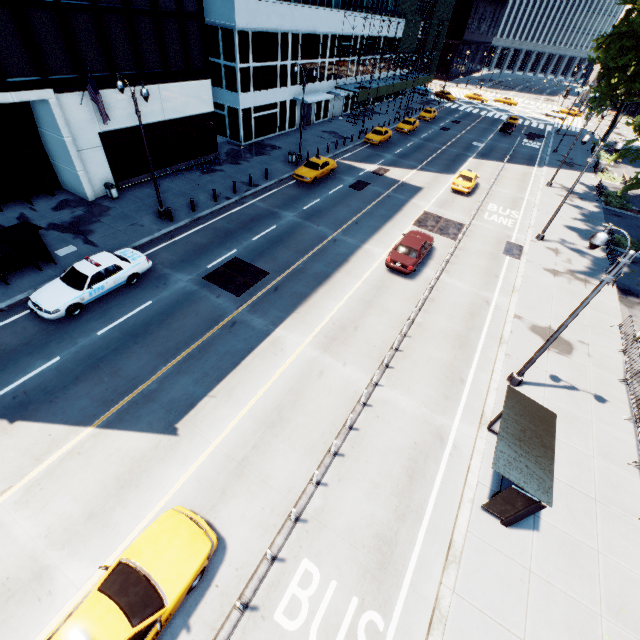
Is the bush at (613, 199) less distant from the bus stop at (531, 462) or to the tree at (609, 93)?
the tree at (609, 93)

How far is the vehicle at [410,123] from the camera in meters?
43.3 m

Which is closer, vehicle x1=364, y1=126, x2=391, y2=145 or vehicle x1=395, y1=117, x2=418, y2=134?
vehicle x1=364, y1=126, x2=391, y2=145

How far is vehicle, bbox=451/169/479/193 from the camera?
29.8 meters

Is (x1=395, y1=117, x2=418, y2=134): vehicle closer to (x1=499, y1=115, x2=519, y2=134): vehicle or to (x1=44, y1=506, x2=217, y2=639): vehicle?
(x1=499, y1=115, x2=519, y2=134): vehicle

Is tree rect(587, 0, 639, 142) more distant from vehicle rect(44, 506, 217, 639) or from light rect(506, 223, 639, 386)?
vehicle rect(44, 506, 217, 639)

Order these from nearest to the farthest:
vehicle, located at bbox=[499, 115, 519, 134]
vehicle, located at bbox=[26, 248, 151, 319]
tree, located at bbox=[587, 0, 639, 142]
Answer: vehicle, located at bbox=[26, 248, 151, 319] < tree, located at bbox=[587, 0, 639, 142] < vehicle, located at bbox=[499, 115, 519, 134]

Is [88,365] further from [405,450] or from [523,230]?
[523,230]
